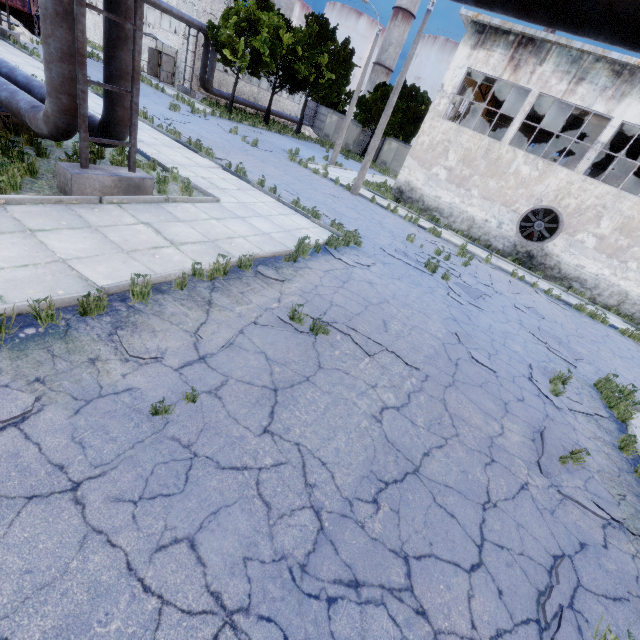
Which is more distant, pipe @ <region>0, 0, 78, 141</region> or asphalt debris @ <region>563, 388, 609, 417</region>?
asphalt debris @ <region>563, 388, 609, 417</region>

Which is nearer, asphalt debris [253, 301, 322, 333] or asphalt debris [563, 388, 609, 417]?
asphalt debris [253, 301, 322, 333]

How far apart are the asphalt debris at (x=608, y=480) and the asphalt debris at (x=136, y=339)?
5.3 meters

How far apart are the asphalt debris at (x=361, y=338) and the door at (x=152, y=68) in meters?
36.2 m

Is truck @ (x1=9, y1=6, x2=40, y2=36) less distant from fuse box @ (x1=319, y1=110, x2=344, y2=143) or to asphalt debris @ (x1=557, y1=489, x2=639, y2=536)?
fuse box @ (x1=319, y1=110, x2=344, y2=143)

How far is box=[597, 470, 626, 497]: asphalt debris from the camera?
5.3 meters

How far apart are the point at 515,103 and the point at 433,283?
30.0 meters

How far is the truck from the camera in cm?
2251
